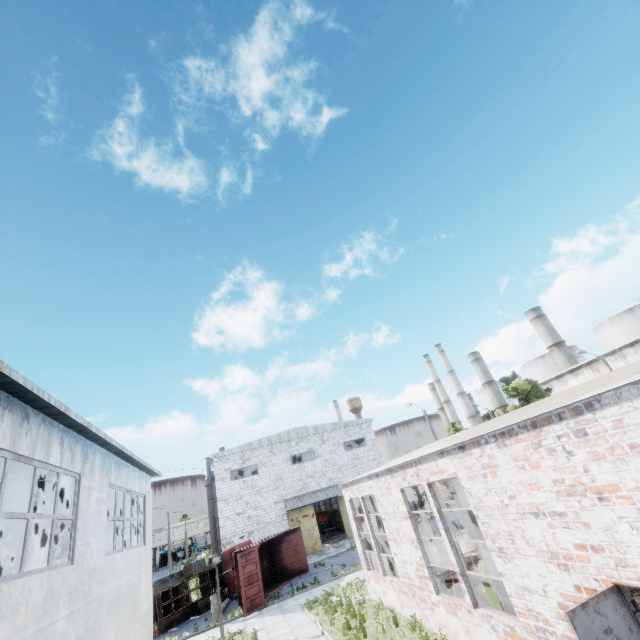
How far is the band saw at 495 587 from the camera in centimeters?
861cm

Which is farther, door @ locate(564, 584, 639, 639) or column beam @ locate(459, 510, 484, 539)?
column beam @ locate(459, 510, 484, 539)

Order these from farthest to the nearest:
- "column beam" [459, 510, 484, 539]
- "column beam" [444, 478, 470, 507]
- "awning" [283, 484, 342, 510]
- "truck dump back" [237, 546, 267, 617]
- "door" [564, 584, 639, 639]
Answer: "awning" [283, 484, 342, 510] < "truck dump back" [237, 546, 267, 617] < "column beam" [444, 478, 470, 507] < "column beam" [459, 510, 484, 539] < "door" [564, 584, 639, 639]

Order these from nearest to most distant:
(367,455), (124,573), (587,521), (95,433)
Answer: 1. (587,521)
2. (95,433)
3. (124,573)
4. (367,455)

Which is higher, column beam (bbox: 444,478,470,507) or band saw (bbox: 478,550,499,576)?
column beam (bbox: 444,478,470,507)

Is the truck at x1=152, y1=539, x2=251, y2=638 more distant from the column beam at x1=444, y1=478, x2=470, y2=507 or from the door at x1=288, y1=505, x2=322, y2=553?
the column beam at x1=444, y1=478, x2=470, y2=507

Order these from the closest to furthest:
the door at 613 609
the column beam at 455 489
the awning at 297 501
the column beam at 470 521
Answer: the door at 613 609
the column beam at 470 521
the column beam at 455 489
the awning at 297 501

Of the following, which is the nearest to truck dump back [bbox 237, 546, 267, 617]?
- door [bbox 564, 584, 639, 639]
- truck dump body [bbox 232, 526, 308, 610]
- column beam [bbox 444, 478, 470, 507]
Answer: truck dump body [bbox 232, 526, 308, 610]
